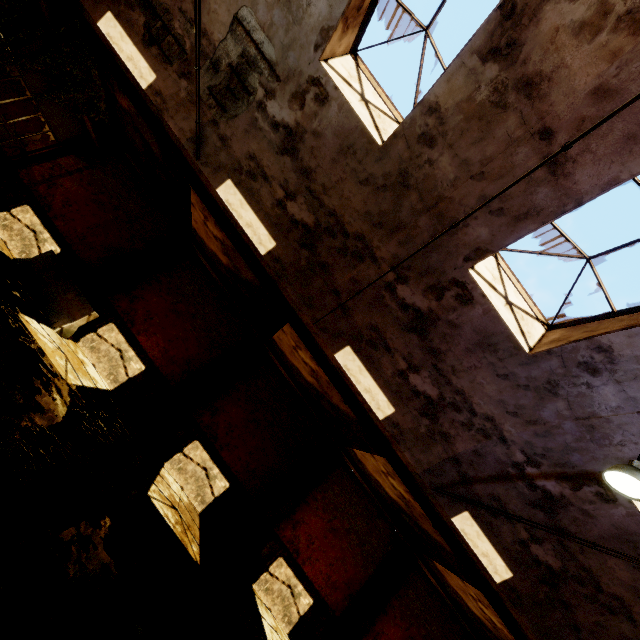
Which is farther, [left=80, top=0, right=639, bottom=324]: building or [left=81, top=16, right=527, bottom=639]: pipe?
[left=81, top=16, right=527, bottom=639]: pipe

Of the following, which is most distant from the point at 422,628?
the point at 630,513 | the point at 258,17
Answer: the point at 258,17

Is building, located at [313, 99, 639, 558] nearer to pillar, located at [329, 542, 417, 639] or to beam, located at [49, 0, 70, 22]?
beam, located at [49, 0, 70, 22]

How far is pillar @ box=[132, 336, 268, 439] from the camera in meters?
10.5

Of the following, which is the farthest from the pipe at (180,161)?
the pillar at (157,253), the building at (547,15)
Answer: the pillar at (157,253)

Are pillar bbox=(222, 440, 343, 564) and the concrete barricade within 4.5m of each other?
no

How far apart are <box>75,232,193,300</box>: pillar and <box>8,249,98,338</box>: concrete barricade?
0.8 meters

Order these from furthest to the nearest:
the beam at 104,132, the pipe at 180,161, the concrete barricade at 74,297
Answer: the beam at 104,132
the concrete barricade at 74,297
the pipe at 180,161
